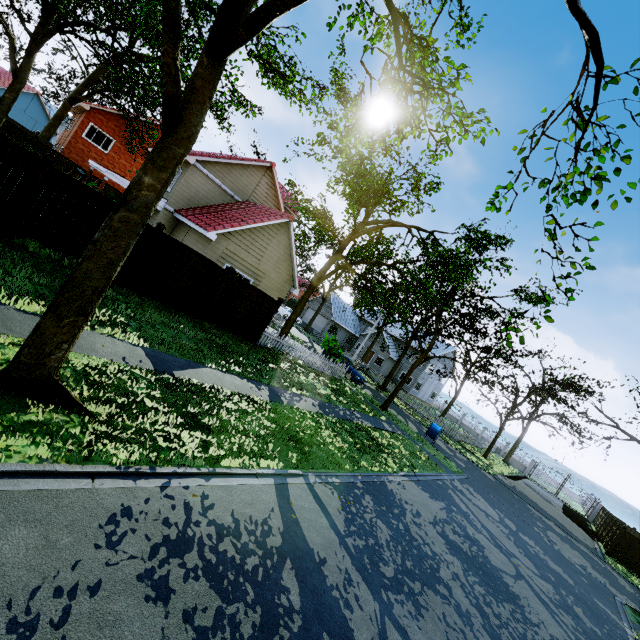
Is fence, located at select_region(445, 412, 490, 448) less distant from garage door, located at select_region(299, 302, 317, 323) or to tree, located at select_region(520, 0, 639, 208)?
tree, located at select_region(520, 0, 639, 208)

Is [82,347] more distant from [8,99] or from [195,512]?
[8,99]

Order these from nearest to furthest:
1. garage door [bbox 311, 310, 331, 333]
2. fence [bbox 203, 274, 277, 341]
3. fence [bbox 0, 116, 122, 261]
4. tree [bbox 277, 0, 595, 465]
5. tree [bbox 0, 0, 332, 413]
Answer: tree [bbox 0, 0, 332, 413], tree [bbox 277, 0, 595, 465], fence [bbox 0, 116, 122, 261], fence [bbox 203, 274, 277, 341], garage door [bbox 311, 310, 331, 333]

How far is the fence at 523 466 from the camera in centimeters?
4266cm

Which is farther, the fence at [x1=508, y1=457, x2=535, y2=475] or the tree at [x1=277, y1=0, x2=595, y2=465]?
the fence at [x1=508, y1=457, x2=535, y2=475]

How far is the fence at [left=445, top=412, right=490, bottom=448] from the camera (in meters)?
30.25

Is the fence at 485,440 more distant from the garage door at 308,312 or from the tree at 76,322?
the garage door at 308,312

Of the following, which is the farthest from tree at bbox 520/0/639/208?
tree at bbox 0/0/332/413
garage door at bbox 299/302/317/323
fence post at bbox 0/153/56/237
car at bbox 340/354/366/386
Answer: garage door at bbox 299/302/317/323
